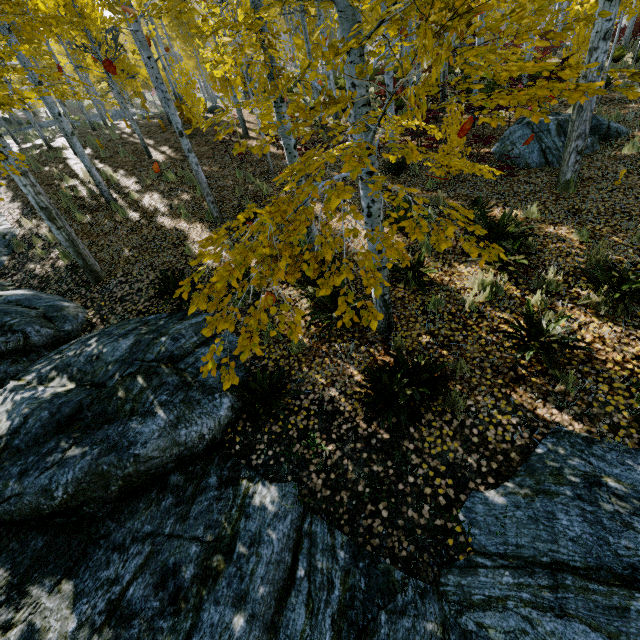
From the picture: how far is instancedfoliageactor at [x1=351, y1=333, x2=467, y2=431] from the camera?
3.89m

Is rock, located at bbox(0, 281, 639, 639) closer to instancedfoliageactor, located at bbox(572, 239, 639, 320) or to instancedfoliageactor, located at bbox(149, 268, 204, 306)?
instancedfoliageactor, located at bbox(149, 268, 204, 306)

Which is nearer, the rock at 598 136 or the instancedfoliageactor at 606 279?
the instancedfoliageactor at 606 279

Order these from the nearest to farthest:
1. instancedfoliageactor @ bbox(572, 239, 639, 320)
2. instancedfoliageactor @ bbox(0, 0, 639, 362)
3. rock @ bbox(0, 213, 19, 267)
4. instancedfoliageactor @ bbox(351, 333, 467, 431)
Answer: instancedfoliageactor @ bbox(0, 0, 639, 362)
instancedfoliageactor @ bbox(351, 333, 467, 431)
instancedfoliageactor @ bbox(572, 239, 639, 320)
rock @ bbox(0, 213, 19, 267)

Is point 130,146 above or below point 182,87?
below

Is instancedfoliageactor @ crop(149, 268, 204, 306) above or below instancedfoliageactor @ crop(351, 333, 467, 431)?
above

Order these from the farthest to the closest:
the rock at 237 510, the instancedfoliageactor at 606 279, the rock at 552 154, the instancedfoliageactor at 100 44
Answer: the rock at 552 154, the instancedfoliageactor at 606 279, the rock at 237 510, the instancedfoliageactor at 100 44

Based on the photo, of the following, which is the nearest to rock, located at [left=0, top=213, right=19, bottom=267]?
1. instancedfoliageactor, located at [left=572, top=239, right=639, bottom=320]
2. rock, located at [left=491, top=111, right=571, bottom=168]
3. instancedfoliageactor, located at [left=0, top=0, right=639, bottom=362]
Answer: instancedfoliageactor, located at [left=0, top=0, right=639, bottom=362]
